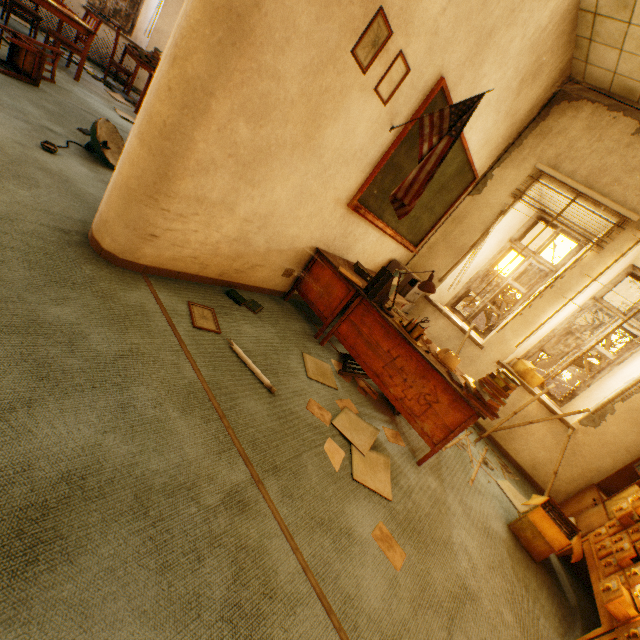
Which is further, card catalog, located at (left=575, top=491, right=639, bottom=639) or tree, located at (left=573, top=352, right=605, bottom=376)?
tree, located at (left=573, top=352, right=605, bottom=376)

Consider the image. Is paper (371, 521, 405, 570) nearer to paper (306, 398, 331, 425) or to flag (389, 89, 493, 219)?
paper (306, 398, 331, 425)

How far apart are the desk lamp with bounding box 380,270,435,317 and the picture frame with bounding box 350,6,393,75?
1.58m

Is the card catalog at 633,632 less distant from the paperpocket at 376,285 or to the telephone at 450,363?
the telephone at 450,363

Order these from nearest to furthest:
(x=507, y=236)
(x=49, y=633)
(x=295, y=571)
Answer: (x=49, y=633) < (x=295, y=571) < (x=507, y=236)

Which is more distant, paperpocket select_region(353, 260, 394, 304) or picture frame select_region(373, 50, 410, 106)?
paperpocket select_region(353, 260, 394, 304)

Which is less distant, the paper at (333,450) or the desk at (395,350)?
the paper at (333,450)

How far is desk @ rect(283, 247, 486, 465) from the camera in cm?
260
